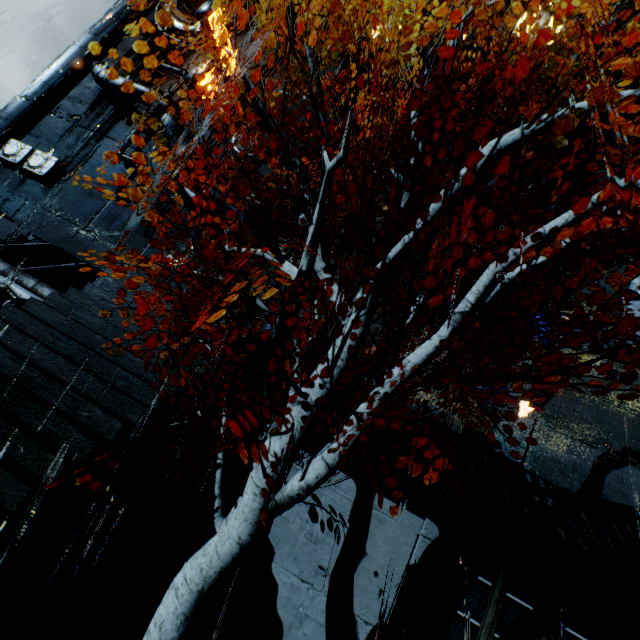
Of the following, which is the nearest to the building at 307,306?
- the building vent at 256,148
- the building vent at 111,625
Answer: the building vent at 256,148

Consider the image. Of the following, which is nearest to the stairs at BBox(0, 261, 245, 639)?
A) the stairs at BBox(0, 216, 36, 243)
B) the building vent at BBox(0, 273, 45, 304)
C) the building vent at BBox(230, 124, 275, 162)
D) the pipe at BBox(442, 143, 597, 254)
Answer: the building vent at BBox(0, 273, 45, 304)

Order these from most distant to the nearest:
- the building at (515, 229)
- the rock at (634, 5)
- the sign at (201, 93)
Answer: the rock at (634, 5) < the sign at (201, 93) < the building at (515, 229)

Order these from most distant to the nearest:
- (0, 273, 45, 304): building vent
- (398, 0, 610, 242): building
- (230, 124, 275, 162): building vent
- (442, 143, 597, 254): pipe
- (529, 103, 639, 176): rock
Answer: (529, 103, 639, 176): rock → (230, 124, 275, 162): building vent → (398, 0, 610, 242): building → (442, 143, 597, 254): pipe → (0, 273, 45, 304): building vent

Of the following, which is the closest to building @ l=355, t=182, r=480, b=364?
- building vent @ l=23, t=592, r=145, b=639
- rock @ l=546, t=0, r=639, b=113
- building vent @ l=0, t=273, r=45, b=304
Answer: building vent @ l=0, t=273, r=45, b=304

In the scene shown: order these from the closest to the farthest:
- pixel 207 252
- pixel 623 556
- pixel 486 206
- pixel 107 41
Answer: pixel 623 556 < pixel 207 252 < pixel 486 206 < pixel 107 41

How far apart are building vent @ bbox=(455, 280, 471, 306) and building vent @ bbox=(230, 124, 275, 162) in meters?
14.1

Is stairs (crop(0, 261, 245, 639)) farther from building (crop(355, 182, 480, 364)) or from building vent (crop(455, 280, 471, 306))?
building vent (crop(455, 280, 471, 306))
